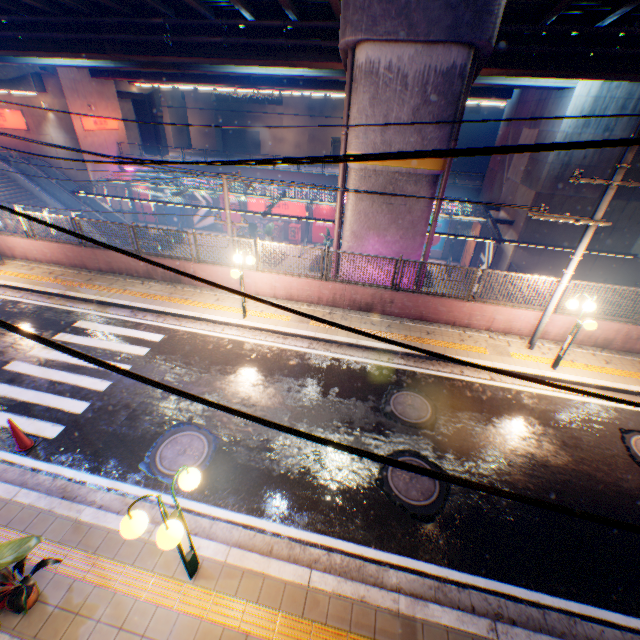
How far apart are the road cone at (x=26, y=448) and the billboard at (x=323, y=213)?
30.1 meters

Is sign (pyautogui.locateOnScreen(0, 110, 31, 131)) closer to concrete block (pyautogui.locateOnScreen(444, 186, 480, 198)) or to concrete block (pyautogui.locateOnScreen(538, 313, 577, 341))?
concrete block (pyautogui.locateOnScreen(444, 186, 480, 198))

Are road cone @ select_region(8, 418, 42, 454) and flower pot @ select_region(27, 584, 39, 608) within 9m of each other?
yes

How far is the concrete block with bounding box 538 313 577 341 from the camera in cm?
1041

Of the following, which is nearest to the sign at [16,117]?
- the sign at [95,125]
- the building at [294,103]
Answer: the sign at [95,125]

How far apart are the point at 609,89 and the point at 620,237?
7.8 meters

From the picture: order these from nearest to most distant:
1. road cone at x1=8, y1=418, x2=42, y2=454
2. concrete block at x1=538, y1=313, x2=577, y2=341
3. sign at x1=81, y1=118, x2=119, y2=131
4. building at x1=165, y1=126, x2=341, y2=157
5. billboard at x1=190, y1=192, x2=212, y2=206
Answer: road cone at x1=8, y1=418, x2=42, y2=454
concrete block at x1=538, y1=313, x2=577, y2=341
sign at x1=81, y1=118, x2=119, y2=131
billboard at x1=190, y1=192, x2=212, y2=206
building at x1=165, y1=126, x2=341, y2=157

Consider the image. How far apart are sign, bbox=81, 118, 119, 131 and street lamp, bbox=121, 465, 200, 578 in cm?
3897
